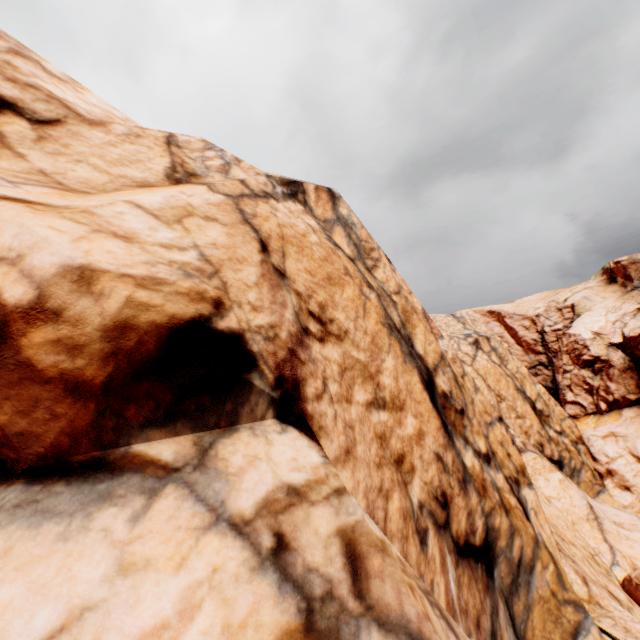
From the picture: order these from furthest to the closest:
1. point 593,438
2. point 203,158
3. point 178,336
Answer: point 593,438 → point 203,158 → point 178,336
